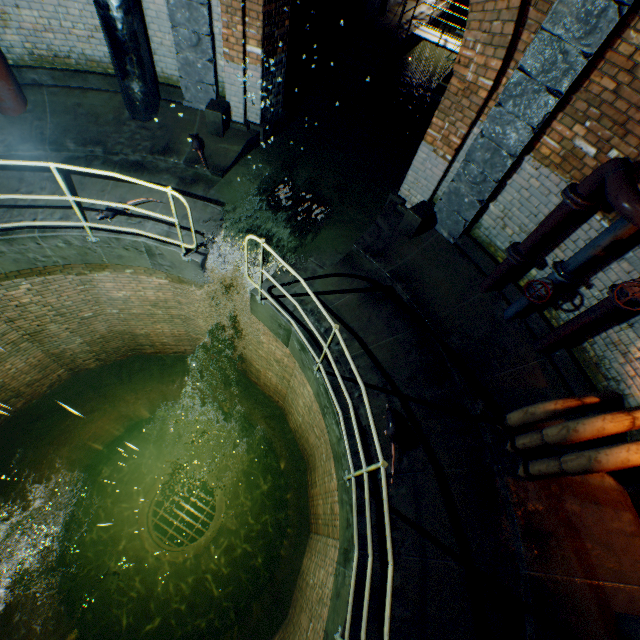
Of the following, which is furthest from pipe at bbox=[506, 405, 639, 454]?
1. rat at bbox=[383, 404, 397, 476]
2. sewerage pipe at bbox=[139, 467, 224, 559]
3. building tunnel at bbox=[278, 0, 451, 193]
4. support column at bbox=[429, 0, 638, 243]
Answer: sewerage pipe at bbox=[139, 467, 224, 559]

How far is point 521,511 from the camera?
3.9 meters

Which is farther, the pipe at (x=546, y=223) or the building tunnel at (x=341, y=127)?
the building tunnel at (x=341, y=127)

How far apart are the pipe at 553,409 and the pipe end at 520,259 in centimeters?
186cm

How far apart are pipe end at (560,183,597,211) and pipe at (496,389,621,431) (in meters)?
2.26

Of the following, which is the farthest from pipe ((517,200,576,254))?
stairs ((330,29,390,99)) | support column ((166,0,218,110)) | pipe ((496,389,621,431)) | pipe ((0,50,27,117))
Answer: pipe ((0,50,27,117))

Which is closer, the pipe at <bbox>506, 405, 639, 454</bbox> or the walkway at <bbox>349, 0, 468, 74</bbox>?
the pipe at <bbox>506, 405, 639, 454</bbox>

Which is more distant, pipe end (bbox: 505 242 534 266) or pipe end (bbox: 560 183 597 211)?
pipe end (bbox: 505 242 534 266)
